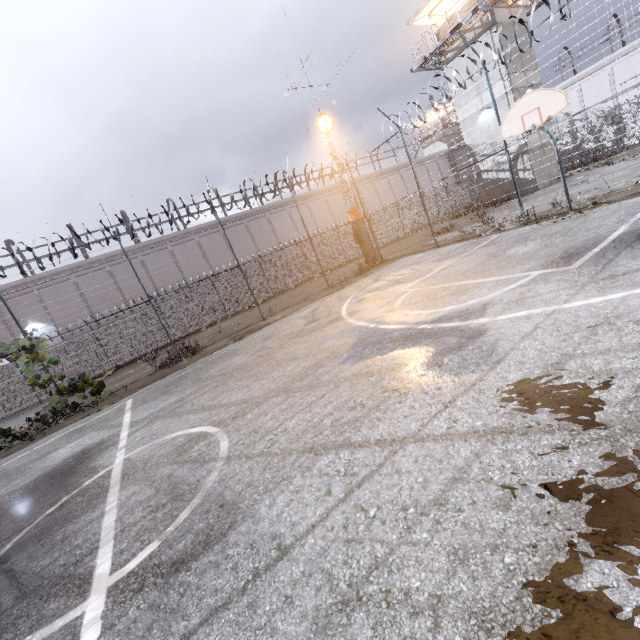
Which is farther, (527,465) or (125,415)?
(125,415)

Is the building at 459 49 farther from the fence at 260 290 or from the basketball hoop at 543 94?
the basketball hoop at 543 94

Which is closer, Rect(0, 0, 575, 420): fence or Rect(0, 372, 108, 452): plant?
Rect(0, 372, 108, 452): plant

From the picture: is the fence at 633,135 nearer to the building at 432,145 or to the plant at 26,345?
the plant at 26,345

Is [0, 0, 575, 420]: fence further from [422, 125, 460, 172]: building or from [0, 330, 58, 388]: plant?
[422, 125, 460, 172]: building

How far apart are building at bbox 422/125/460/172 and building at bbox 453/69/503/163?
23.62m

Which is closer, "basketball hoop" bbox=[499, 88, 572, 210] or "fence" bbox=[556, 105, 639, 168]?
"basketball hoop" bbox=[499, 88, 572, 210]

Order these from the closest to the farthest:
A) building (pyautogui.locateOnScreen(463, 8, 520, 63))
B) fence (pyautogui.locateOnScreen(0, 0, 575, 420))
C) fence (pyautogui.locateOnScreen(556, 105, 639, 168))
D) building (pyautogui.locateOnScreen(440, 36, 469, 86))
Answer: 1. fence (pyautogui.locateOnScreen(556, 105, 639, 168))
2. fence (pyautogui.locateOnScreen(0, 0, 575, 420))
3. building (pyautogui.locateOnScreen(463, 8, 520, 63))
4. building (pyautogui.locateOnScreen(440, 36, 469, 86))
